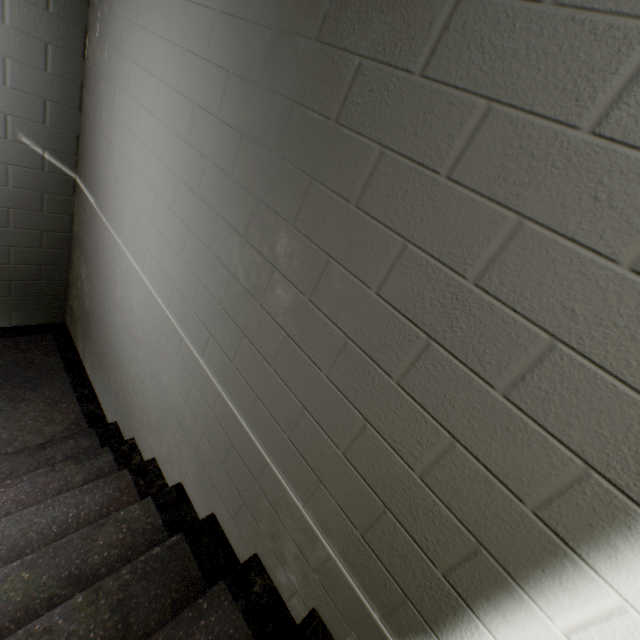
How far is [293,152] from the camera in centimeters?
106cm
